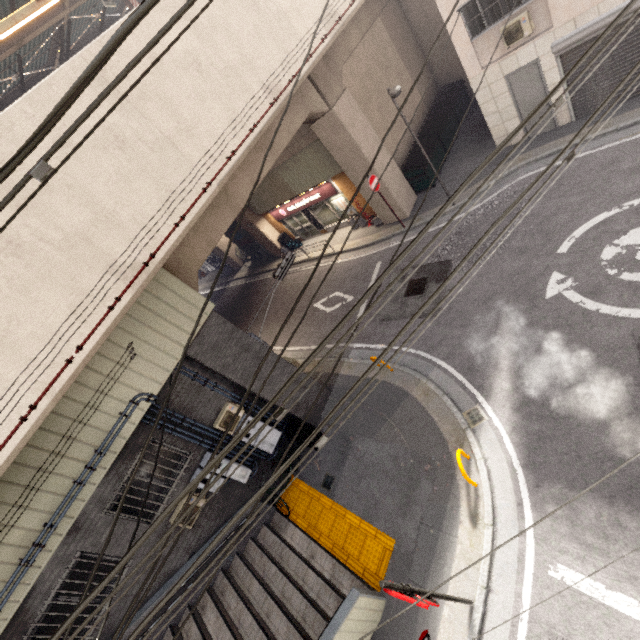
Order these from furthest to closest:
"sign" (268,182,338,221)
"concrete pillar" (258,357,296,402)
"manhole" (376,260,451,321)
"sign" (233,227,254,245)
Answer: "sign" (233,227,254,245)
"sign" (268,182,338,221)
"manhole" (376,260,451,321)
"concrete pillar" (258,357,296,402)

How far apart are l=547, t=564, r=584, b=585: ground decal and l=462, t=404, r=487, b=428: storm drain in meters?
2.7

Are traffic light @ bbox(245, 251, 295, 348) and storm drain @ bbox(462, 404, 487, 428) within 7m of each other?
yes

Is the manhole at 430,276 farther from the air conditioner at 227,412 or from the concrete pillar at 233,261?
the air conditioner at 227,412

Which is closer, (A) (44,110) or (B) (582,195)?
(A) (44,110)

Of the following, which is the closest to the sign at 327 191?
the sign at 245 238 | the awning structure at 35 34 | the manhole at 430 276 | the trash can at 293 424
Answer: the sign at 245 238

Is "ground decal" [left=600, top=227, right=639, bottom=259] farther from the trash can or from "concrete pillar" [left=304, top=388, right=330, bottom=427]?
the trash can

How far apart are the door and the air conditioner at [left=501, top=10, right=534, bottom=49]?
0.8 meters
